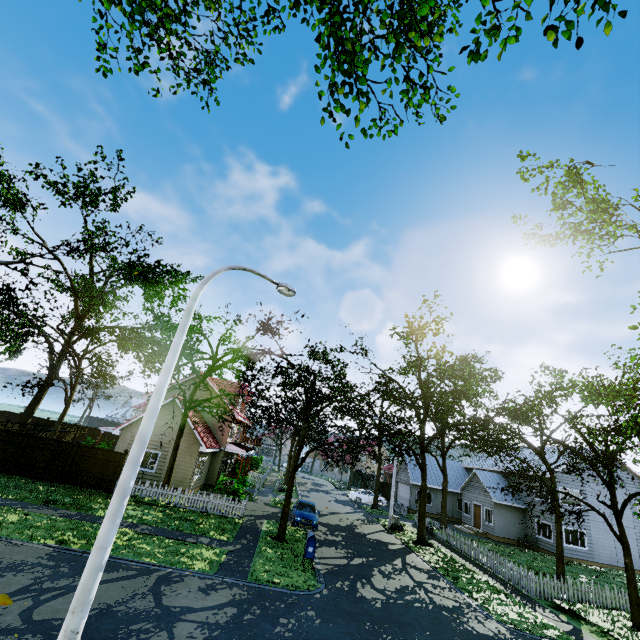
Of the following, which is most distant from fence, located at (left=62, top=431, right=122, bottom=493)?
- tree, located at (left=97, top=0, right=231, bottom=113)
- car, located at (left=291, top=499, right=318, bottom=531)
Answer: car, located at (left=291, top=499, right=318, bottom=531)

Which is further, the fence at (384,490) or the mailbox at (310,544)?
the fence at (384,490)

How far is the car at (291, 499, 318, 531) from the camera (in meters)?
20.31

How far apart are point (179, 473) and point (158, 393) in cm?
2134

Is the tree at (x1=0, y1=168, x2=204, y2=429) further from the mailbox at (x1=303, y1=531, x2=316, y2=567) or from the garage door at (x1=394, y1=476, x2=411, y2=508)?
the mailbox at (x1=303, y1=531, x2=316, y2=567)

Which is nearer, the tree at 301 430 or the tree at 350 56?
the tree at 350 56

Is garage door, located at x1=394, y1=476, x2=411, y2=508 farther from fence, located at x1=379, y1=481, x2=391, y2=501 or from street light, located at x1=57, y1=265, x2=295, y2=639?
street light, located at x1=57, y1=265, x2=295, y2=639

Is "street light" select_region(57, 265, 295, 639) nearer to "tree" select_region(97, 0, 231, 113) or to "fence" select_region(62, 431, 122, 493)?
"fence" select_region(62, 431, 122, 493)
